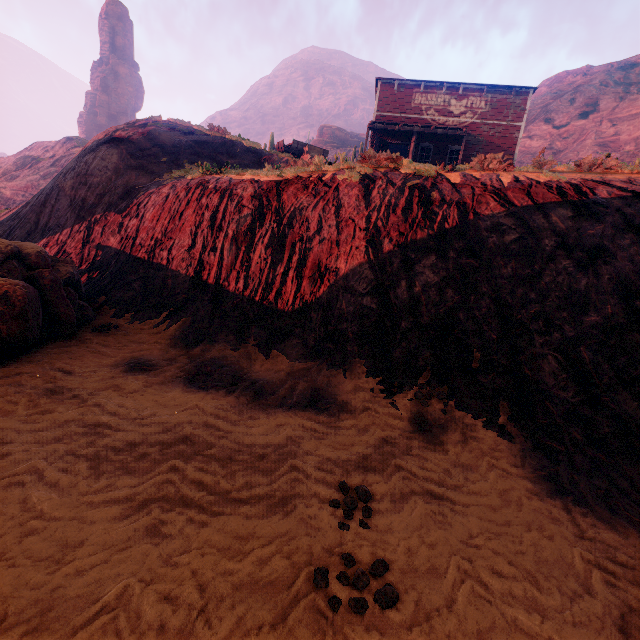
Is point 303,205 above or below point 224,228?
above

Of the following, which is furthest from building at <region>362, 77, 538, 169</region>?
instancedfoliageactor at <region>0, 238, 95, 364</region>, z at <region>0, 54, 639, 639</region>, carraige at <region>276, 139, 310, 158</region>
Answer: instancedfoliageactor at <region>0, 238, 95, 364</region>

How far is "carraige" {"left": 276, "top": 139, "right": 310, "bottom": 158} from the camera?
20.0m

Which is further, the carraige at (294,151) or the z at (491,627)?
the carraige at (294,151)

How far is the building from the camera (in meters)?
20.14

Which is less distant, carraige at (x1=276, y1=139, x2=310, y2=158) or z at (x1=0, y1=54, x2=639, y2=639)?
z at (x1=0, y1=54, x2=639, y2=639)

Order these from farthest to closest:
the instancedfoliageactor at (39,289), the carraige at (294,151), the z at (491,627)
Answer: the carraige at (294,151)
the instancedfoliageactor at (39,289)
the z at (491,627)

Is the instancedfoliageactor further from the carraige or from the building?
the carraige
